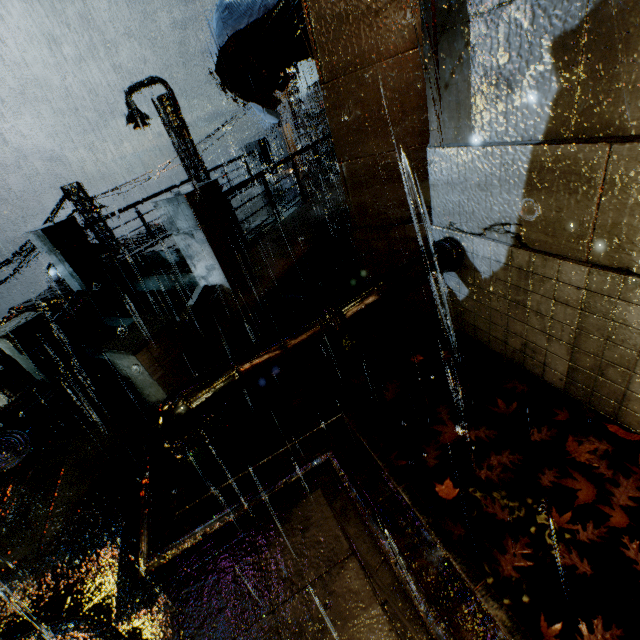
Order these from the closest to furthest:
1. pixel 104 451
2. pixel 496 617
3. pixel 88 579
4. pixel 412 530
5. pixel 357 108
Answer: pixel 496 617
pixel 412 530
pixel 88 579
pixel 357 108
pixel 104 451

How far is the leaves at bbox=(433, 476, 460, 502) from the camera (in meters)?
3.60

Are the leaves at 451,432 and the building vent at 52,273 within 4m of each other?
no

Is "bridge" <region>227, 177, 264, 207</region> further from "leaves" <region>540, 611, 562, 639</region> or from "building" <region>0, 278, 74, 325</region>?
"leaves" <region>540, 611, 562, 639</region>

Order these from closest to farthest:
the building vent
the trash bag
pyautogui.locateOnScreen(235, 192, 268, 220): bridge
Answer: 1. the trash bag
2. pyautogui.locateOnScreen(235, 192, 268, 220): bridge
3. the building vent

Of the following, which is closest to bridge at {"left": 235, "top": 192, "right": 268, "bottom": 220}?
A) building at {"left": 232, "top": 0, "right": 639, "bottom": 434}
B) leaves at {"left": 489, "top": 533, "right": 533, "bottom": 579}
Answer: building at {"left": 232, "top": 0, "right": 639, "bottom": 434}

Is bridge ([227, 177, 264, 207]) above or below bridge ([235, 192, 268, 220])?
above

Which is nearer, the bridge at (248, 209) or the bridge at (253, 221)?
the bridge at (253, 221)
